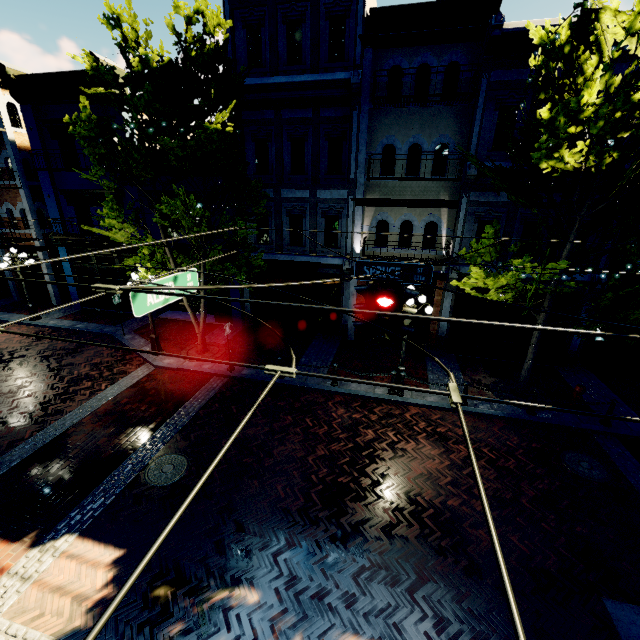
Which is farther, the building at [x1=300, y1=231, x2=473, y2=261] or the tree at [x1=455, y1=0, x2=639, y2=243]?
the building at [x1=300, y1=231, x2=473, y2=261]

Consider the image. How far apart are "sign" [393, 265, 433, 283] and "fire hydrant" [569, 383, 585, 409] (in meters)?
6.65

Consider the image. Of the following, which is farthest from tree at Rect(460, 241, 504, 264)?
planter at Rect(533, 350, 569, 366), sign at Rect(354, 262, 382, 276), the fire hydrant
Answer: planter at Rect(533, 350, 569, 366)

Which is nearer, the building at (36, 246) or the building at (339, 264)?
the building at (339, 264)

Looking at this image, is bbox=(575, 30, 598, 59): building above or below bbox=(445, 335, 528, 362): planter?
above

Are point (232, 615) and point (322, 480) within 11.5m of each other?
yes

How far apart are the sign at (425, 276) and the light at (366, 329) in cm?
212

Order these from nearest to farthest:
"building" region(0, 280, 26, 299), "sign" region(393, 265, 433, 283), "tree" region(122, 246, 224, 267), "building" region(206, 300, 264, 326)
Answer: "sign" region(393, 265, 433, 283) → "tree" region(122, 246, 224, 267) → "building" region(206, 300, 264, 326) → "building" region(0, 280, 26, 299)
